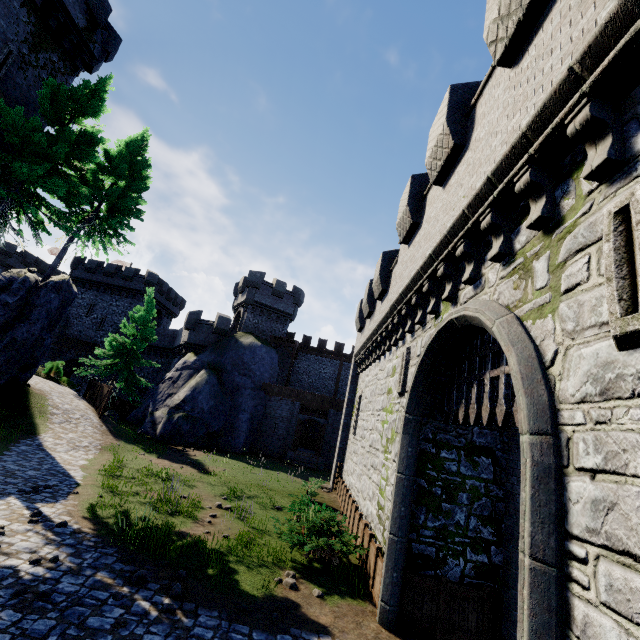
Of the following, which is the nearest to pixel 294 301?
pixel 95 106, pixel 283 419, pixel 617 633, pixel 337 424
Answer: pixel 283 419

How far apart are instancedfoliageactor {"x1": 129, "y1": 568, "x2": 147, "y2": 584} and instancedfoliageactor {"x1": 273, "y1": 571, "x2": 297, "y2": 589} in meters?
2.9 m

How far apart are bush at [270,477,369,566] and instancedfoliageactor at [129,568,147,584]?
3.6 meters

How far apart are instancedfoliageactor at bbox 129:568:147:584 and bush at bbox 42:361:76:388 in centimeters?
2717cm

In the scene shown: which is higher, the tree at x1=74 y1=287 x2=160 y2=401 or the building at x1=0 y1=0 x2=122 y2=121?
the building at x1=0 y1=0 x2=122 y2=121

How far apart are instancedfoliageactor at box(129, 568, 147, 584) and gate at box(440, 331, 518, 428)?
7.44m

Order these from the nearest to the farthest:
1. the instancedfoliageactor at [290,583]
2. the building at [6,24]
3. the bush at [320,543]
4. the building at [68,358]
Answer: the instancedfoliageactor at [290,583], the bush at [320,543], the building at [6,24], the building at [68,358]

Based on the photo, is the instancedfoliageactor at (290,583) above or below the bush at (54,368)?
below
